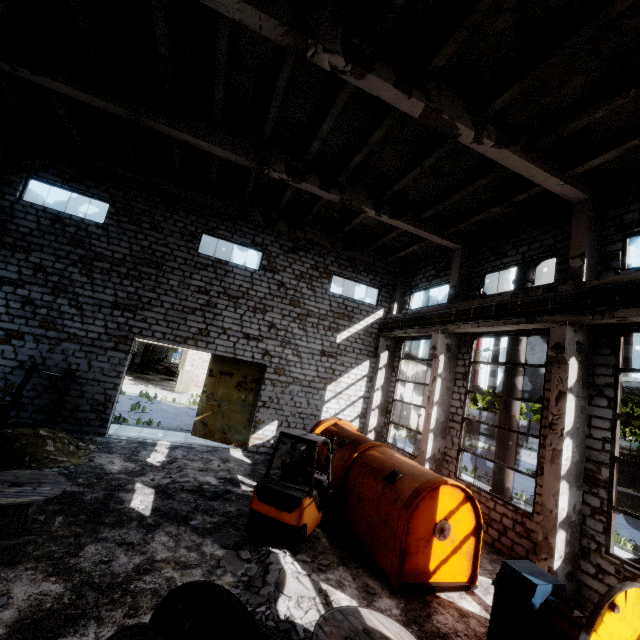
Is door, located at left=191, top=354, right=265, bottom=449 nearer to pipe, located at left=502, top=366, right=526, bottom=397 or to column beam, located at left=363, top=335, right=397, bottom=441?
column beam, located at left=363, top=335, right=397, bottom=441

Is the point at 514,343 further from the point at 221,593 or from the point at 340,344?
the point at 221,593

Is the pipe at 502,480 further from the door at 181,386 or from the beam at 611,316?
the door at 181,386

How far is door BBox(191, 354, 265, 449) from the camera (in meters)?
14.52

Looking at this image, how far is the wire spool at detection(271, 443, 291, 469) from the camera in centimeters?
1076cm

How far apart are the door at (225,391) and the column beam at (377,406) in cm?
533

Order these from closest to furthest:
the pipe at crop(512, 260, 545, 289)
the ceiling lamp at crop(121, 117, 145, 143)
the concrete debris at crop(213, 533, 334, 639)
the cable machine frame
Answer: the concrete debris at crop(213, 533, 334, 639) < the ceiling lamp at crop(121, 117, 145, 143) < the cable machine frame < the pipe at crop(512, 260, 545, 289)

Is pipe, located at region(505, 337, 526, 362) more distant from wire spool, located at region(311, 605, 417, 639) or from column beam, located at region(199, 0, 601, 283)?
wire spool, located at region(311, 605, 417, 639)
